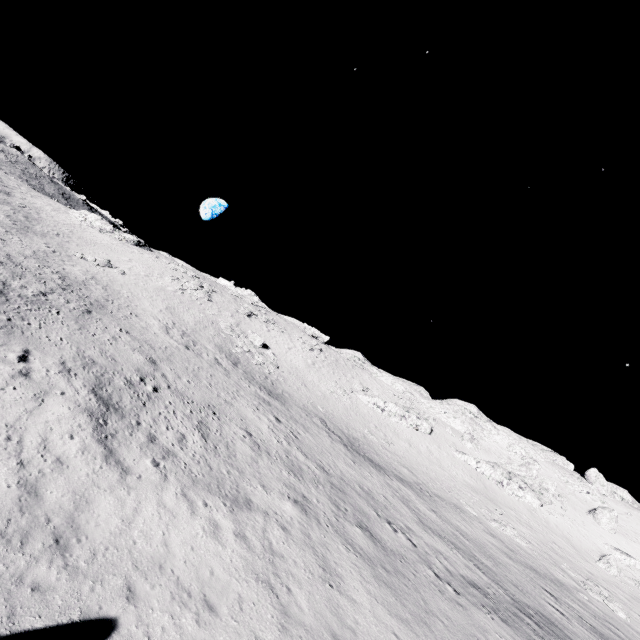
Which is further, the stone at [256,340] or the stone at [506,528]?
the stone at [256,340]

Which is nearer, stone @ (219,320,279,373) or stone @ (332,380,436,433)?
stone @ (219,320,279,373)

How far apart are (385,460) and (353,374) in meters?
23.1

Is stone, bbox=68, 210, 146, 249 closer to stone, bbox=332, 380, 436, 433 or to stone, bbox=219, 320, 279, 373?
stone, bbox=219, 320, 279, 373

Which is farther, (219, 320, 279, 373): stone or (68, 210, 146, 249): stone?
(68, 210, 146, 249): stone

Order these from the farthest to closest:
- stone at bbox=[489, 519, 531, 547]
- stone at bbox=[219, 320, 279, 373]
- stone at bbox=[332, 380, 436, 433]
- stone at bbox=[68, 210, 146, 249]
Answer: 1. stone at bbox=[68, 210, 146, 249]
2. stone at bbox=[332, 380, 436, 433]
3. stone at bbox=[219, 320, 279, 373]
4. stone at bbox=[489, 519, 531, 547]

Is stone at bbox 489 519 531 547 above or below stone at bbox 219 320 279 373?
above

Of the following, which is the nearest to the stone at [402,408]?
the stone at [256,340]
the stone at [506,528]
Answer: the stone at [256,340]
